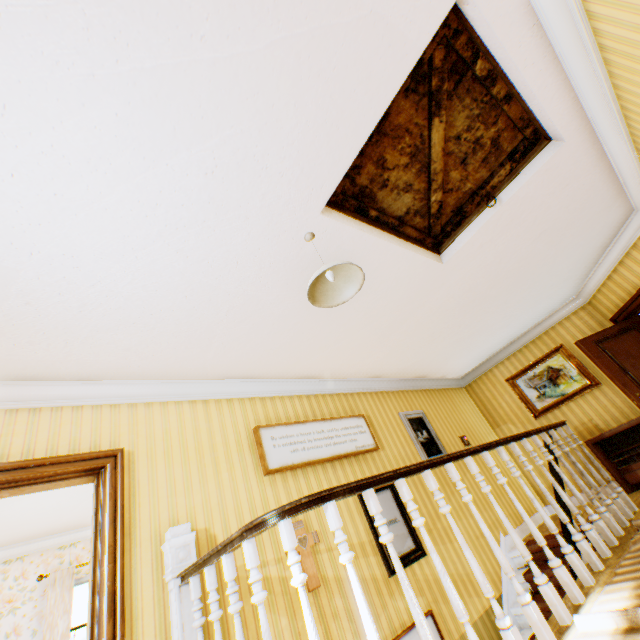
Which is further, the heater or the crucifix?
the heater

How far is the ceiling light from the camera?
2.4 meters

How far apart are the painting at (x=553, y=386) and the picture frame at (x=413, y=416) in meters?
2.4

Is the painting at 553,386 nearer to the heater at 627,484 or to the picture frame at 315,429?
the heater at 627,484

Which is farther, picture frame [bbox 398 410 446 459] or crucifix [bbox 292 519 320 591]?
picture frame [bbox 398 410 446 459]

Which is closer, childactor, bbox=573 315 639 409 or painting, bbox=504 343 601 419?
childactor, bbox=573 315 639 409

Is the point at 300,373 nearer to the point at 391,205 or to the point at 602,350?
the point at 391,205

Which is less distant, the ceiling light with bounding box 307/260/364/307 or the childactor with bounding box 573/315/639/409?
the ceiling light with bounding box 307/260/364/307
